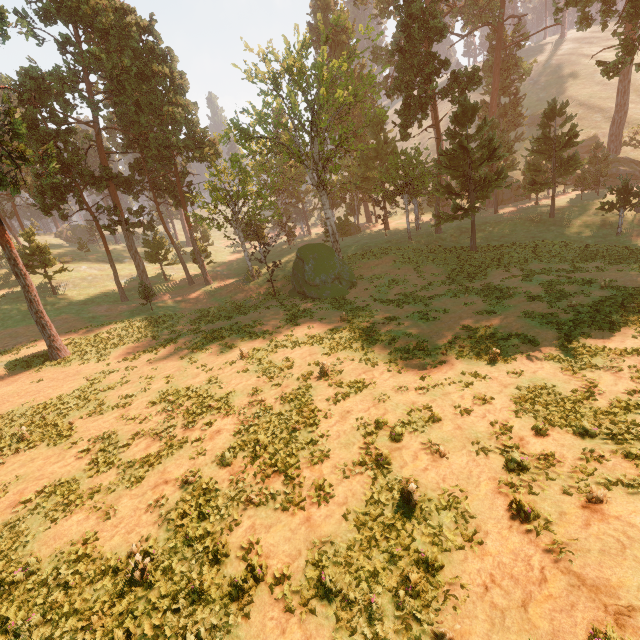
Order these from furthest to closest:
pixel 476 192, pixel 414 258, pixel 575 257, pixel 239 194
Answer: pixel 239 194 → pixel 414 258 → pixel 476 192 → pixel 575 257

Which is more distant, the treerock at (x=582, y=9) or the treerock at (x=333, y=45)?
the treerock at (x=582, y=9)

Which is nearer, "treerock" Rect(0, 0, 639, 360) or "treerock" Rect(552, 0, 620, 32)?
"treerock" Rect(0, 0, 639, 360)
